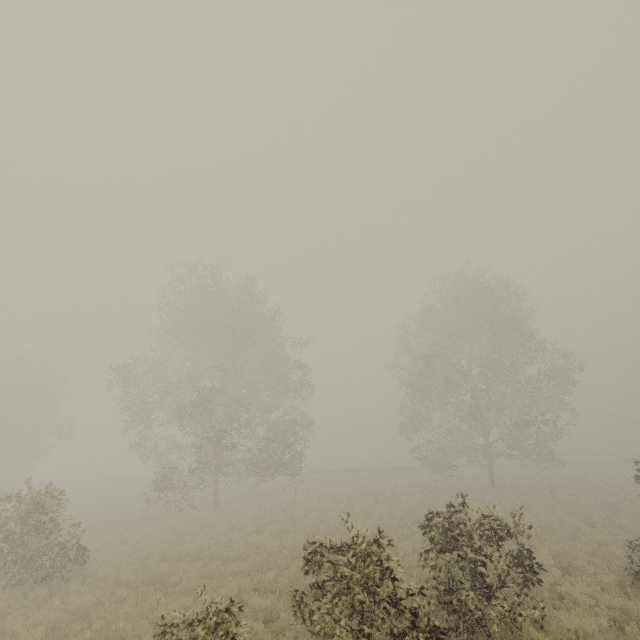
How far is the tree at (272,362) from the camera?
19.8 meters

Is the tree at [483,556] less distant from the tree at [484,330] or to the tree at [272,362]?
the tree at [272,362]

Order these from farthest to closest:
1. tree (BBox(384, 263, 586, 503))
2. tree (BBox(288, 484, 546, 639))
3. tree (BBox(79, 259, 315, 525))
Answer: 1. tree (BBox(384, 263, 586, 503))
2. tree (BBox(79, 259, 315, 525))
3. tree (BBox(288, 484, 546, 639))

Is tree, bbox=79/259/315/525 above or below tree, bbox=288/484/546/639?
above

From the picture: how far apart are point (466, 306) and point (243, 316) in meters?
18.1

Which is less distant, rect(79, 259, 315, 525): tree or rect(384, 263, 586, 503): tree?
rect(79, 259, 315, 525): tree

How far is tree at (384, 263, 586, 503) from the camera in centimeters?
2414cm

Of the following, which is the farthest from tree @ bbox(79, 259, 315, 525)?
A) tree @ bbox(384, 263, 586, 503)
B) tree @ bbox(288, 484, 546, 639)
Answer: tree @ bbox(288, 484, 546, 639)
